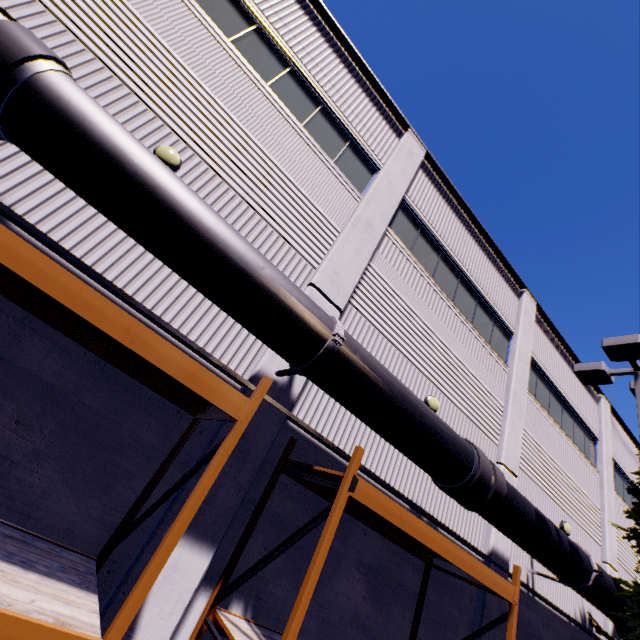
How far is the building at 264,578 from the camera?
4.91m

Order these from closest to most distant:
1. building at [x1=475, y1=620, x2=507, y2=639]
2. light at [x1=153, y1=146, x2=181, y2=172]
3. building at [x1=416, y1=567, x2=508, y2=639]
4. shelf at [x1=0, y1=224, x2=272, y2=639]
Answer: shelf at [x1=0, y1=224, x2=272, y2=639] → light at [x1=153, y1=146, x2=181, y2=172] → building at [x1=416, y1=567, x2=508, y2=639] → building at [x1=475, y1=620, x2=507, y2=639]

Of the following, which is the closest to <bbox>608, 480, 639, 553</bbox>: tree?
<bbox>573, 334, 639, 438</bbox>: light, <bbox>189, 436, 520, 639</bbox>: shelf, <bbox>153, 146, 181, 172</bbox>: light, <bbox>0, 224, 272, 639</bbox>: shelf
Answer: <bbox>573, 334, 639, 438</bbox>: light

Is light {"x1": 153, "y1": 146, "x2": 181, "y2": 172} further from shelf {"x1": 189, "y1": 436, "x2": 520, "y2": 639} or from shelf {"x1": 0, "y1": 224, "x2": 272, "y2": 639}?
shelf {"x1": 189, "y1": 436, "x2": 520, "y2": 639}

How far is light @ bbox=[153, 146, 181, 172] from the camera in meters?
5.5

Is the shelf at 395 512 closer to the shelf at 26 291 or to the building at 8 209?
the building at 8 209

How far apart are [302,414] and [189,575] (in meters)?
2.86

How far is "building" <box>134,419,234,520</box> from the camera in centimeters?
459cm
